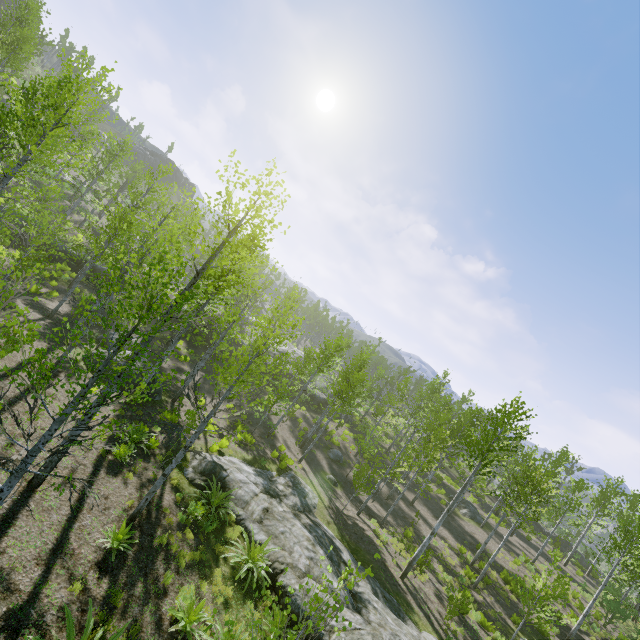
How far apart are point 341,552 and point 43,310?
20.3m

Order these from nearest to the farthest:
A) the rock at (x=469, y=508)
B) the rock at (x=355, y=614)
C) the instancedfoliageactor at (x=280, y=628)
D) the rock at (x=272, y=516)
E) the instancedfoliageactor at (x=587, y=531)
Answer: the instancedfoliageactor at (x=280, y=628)
the instancedfoliageactor at (x=587, y=531)
the rock at (x=355, y=614)
the rock at (x=272, y=516)
the rock at (x=469, y=508)

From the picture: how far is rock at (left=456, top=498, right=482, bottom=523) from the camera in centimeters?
2866cm

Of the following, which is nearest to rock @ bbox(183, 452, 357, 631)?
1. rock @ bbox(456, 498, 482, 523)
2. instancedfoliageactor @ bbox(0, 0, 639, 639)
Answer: instancedfoliageactor @ bbox(0, 0, 639, 639)

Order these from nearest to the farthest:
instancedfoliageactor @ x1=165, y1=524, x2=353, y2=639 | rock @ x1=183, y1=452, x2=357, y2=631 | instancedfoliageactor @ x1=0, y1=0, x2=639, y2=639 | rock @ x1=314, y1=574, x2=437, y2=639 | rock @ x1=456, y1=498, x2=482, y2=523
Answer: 1. instancedfoliageactor @ x1=165, y1=524, x2=353, y2=639
2. instancedfoliageactor @ x1=0, y1=0, x2=639, y2=639
3. rock @ x1=314, y1=574, x2=437, y2=639
4. rock @ x1=183, y1=452, x2=357, y2=631
5. rock @ x1=456, y1=498, x2=482, y2=523

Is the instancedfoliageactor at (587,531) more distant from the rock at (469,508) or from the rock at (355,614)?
the rock at (355,614)
